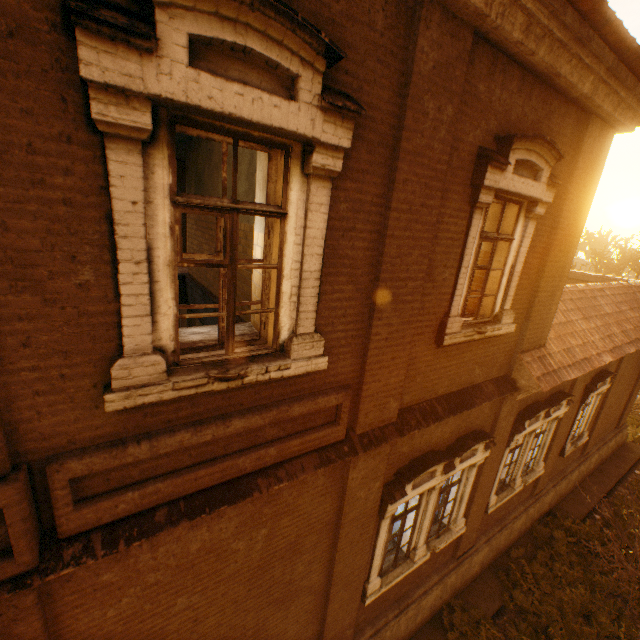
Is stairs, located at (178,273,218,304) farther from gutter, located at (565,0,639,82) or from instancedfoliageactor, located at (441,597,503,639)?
gutter, located at (565,0,639,82)

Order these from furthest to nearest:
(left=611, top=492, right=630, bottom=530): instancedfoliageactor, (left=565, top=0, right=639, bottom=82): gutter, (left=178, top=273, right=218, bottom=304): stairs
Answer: (left=611, top=492, right=630, bottom=530): instancedfoliageactor, (left=178, top=273, right=218, bottom=304): stairs, (left=565, top=0, right=639, bottom=82): gutter

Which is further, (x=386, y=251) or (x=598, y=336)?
(x=598, y=336)

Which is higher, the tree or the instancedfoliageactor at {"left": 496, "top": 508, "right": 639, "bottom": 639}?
the tree

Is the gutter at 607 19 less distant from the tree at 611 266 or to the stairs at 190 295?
the stairs at 190 295

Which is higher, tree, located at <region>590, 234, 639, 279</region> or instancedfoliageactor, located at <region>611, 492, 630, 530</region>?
tree, located at <region>590, 234, 639, 279</region>

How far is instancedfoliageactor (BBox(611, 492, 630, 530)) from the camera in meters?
10.4 m

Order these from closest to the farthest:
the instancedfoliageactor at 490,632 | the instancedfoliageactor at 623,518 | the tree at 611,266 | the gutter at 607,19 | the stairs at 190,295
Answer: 1. the gutter at 607,19
2. the instancedfoliageactor at 490,632
3. the stairs at 190,295
4. the instancedfoliageactor at 623,518
5. the tree at 611,266
